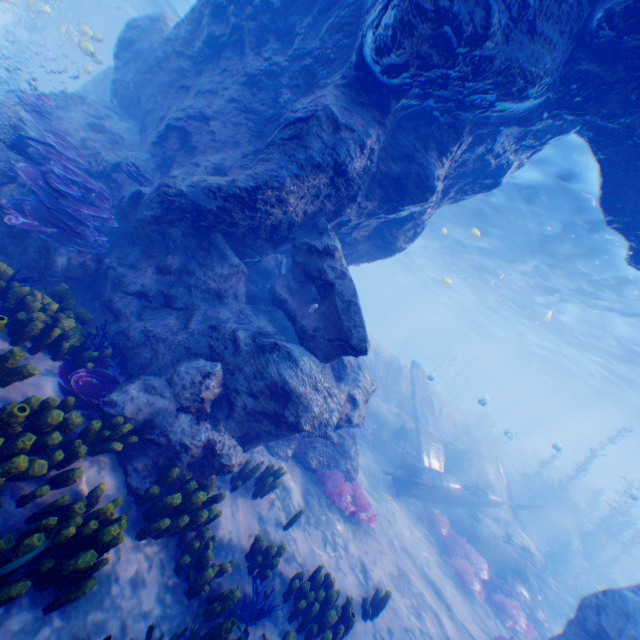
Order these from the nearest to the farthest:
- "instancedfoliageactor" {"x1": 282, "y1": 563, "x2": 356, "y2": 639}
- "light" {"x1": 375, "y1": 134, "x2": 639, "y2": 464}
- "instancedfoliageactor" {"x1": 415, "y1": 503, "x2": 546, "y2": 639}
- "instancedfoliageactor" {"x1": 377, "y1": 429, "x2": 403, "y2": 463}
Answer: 1. "instancedfoliageactor" {"x1": 282, "y1": 563, "x2": 356, "y2": 639}
2. "instancedfoliageactor" {"x1": 415, "y1": 503, "x2": 546, "y2": 639}
3. "light" {"x1": 375, "y1": 134, "x2": 639, "y2": 464}
4. "instancedfoliageactor" {"x1": 377, "y1": 429, "x2": 403, "y2": 463}

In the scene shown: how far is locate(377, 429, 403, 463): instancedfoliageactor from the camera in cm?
1508

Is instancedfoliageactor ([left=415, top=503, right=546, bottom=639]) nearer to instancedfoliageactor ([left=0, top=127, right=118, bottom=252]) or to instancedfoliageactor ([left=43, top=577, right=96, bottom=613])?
instancedfoliageactor ([left=43, top=577, right=96, bottom=613])

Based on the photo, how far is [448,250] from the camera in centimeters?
2709cm

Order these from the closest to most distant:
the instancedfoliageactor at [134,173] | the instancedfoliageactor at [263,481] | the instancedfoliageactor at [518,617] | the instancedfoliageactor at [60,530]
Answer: the instancedfoliageactor at [60,530], the instancedfoliageactor at [263,481], the instancedfoliageactor at [134,173], the instancedfoliageactor at [518,617]

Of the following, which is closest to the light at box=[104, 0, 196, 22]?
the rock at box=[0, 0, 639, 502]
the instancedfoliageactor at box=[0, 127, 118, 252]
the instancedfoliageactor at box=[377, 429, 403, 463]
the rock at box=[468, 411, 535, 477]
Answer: the rock at box=[0, 0, 639, 502]

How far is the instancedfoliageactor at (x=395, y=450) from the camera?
15.1m

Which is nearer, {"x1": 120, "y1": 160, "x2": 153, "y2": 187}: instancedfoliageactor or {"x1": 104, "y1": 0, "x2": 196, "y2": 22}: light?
{"x1": 120, "y1": 160, "x2": 153, "y2": 187}: instancedfoliageactor
